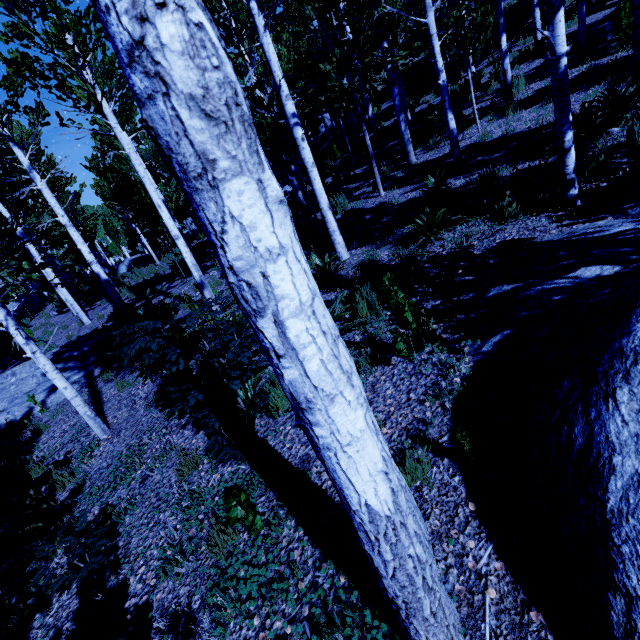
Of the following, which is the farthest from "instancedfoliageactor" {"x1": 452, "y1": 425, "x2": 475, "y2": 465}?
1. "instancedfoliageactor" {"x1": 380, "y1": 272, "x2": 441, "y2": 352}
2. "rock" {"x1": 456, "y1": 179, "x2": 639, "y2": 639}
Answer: "instancedfoliageactor" {"x1": 380, "y1": 272, "x2": 441, "y2": 352}

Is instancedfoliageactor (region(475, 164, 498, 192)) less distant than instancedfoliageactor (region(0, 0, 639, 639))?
No

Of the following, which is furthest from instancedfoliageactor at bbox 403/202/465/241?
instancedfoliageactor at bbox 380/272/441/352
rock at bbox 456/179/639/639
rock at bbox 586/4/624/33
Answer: instancedfoliageactor at bbox 380/272/441/352

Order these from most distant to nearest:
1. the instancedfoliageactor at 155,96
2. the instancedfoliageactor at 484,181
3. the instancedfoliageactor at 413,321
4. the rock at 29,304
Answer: the rock at 29,304
the instancedfoliageactor at 484,181
the instancedfoliageactor at 413,321
the instancedfoliageactor at 155,96

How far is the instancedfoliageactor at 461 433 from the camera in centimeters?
221cm

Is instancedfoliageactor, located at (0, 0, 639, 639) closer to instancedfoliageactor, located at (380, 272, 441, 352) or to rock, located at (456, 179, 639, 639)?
rock, located at (456, 179, 639, 639)

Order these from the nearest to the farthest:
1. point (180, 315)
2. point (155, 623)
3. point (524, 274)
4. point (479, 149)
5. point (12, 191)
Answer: point (155, 623) < point (524, 274) < point (12, 191) < point (479, 149) < point (180, 315)

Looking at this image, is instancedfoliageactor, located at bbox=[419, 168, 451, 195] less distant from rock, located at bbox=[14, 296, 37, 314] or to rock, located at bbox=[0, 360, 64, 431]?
rock, located at bbox=[0, 360, 64, 431]
